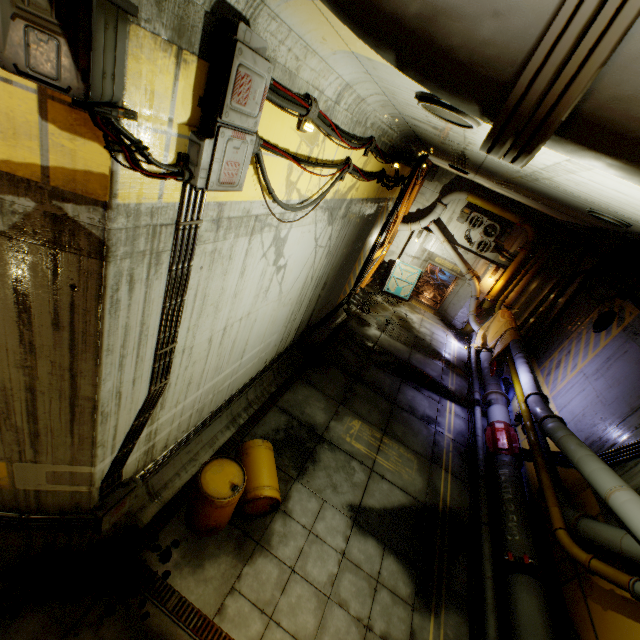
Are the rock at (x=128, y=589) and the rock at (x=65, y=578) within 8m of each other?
yes

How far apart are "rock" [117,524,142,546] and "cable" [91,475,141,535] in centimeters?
32cm

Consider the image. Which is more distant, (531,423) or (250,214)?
(531,423)

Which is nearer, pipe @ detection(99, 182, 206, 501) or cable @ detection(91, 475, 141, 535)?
pipe @ detection(99, 182, 206, 501)

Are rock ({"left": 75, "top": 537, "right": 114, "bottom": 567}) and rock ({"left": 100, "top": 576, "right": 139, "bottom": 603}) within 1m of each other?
yes

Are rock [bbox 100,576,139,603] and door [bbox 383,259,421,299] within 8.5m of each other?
no

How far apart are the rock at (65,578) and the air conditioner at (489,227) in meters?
17.7 m

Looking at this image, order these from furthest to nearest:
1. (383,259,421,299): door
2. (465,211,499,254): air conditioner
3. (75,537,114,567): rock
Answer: (383,259,421,299): door < (465,211,499,254): air conditioner < (75,537,114,567): rock
